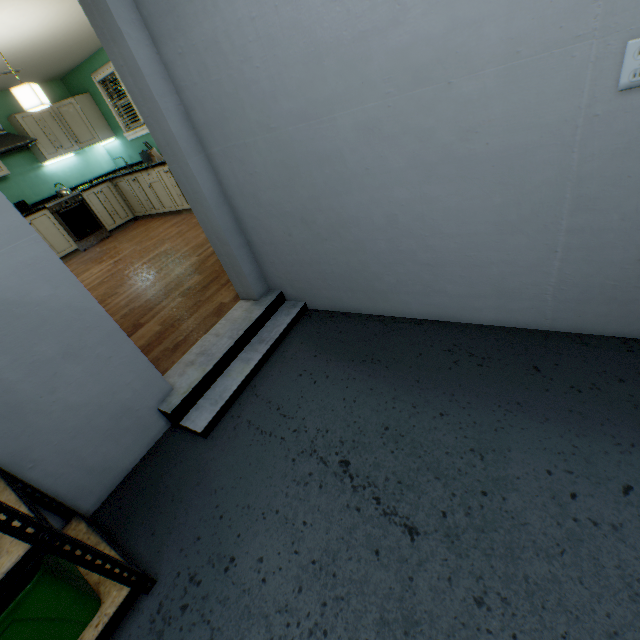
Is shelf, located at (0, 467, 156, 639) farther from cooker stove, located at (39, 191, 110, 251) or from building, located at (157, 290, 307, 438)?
cooker stove, located at (39, 191, 110, 251)

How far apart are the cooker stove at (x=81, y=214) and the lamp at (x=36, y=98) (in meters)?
2.36

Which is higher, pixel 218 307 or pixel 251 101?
pixel 251 101

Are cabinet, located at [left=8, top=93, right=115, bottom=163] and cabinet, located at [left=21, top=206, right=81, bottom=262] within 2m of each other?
yes

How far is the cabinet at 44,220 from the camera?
5.2m

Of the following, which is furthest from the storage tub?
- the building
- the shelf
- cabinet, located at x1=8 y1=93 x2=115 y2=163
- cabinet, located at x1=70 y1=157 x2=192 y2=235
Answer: cabinet, located at x1=8 y1=93 x2=115 y2=163

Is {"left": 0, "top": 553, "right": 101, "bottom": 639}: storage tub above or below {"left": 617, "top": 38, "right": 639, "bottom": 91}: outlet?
below

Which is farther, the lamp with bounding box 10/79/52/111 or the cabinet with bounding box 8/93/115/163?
the cabinet with bounding box 8/93/115/163
